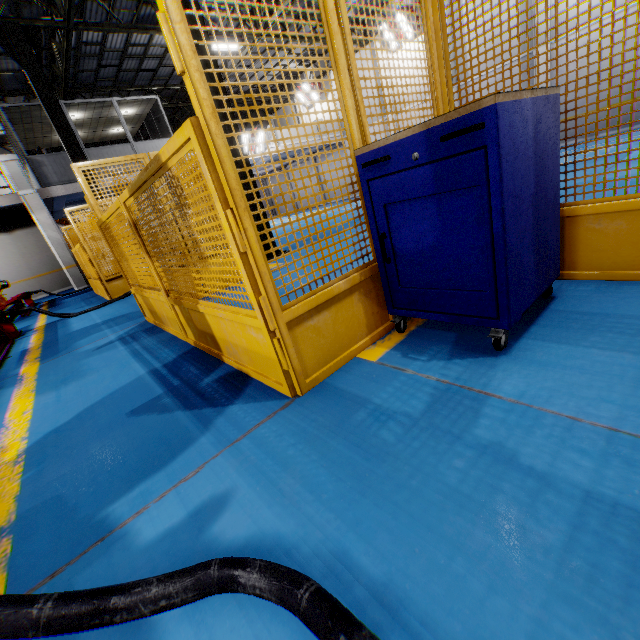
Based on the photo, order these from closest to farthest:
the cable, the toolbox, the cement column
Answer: the cable
the toolbox
the cement column

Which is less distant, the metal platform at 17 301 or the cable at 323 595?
the cable at 323 595

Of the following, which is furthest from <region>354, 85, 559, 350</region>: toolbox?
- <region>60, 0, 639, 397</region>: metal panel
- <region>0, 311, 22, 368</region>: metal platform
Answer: <region>0, 311, 22, 368</region>: metal platform

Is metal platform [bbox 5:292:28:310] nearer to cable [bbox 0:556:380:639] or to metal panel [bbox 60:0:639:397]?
metal panel [bbox 60:0:639:397]

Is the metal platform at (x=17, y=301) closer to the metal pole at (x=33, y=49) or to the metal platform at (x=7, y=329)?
the metal platform at (x=7, y=329)

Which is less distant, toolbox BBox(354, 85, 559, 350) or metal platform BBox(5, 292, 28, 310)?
toolbox BBox(354, 85, 559, 350)

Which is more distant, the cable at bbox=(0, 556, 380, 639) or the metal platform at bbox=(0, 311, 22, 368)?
the metal platform at bbox=(0, 311, 22, 368)

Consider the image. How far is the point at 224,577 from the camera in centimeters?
98cm
